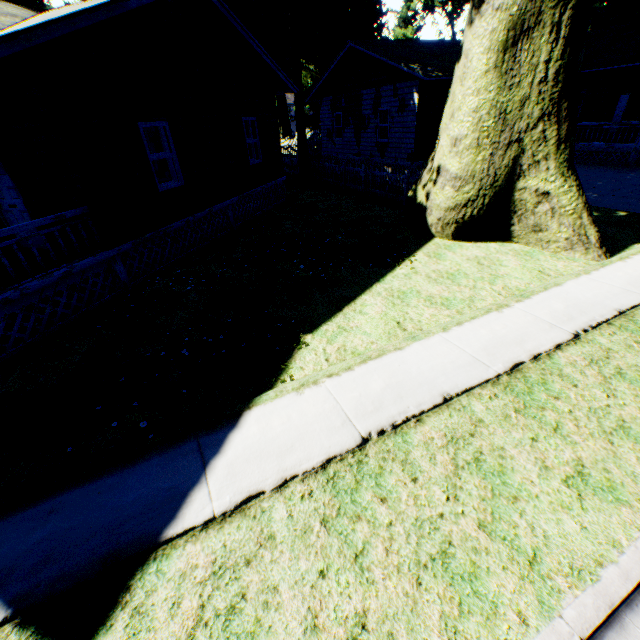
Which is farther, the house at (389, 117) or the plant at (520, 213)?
the house at (389, 117)

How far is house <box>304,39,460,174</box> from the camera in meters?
15.1

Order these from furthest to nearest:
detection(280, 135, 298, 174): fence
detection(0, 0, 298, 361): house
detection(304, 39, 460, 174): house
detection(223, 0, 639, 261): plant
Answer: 1. detection(280, 135, 298, 174): fence
2. detection(304, 39, 460, 174): house
3. detection(223, 0, 639, 261): plant
4. detection(0, 0, 298, 361): house

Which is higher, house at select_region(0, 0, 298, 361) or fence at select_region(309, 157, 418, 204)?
house at select_region(0, 0, 298, 361)

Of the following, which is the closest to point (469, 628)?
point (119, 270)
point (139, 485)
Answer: point (139, 485)

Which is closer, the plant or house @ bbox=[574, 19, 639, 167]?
the plant

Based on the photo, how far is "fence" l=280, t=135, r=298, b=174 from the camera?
22.2 meters

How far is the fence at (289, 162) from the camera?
22.20m
